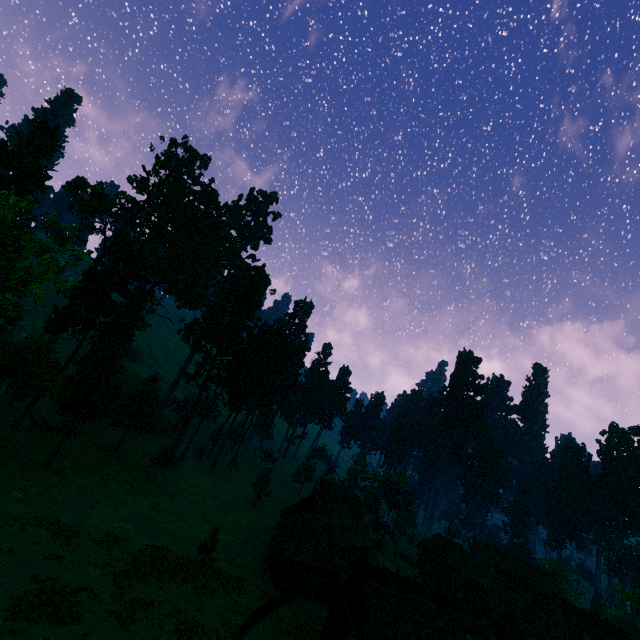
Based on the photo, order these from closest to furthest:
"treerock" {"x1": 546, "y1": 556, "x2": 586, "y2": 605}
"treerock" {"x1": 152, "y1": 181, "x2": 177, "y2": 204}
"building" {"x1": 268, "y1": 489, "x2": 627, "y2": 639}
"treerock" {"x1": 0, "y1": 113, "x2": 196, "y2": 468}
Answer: "building" {"x1": 268, "y1": 489, "x2": 627, "y2": 639} < "treerock" {"x1": 0, "y1": 113, "x2": 196, "y2": 468} < "treerock" {"x1": 546, "y1": 556, "x2": 586, "y2": 605} < "treerock" {"x1": 152, "y1": 181, "x2": 177, "y2": 204}

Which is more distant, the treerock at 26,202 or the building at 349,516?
the treerock at 26,202

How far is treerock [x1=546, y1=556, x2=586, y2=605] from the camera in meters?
55.4

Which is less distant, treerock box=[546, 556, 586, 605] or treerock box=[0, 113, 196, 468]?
treerock box=[0, 113, 196, 468]

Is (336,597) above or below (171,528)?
above

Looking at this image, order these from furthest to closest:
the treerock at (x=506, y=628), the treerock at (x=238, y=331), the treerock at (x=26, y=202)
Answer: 1. the treerock at (x=238, y=331)
2. the treerock at (x=506, y=628)
3. the treerock at (x=26, y=202)
